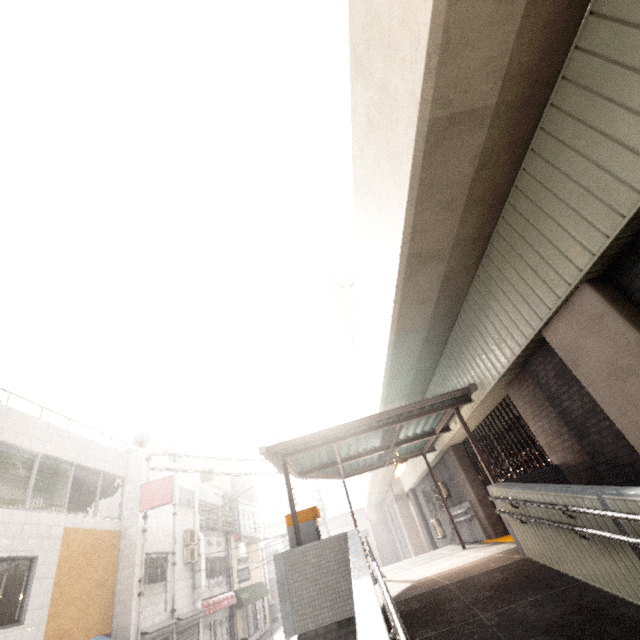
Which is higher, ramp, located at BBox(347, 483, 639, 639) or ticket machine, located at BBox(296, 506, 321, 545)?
ticket machine, located at BBox(296, 506, 321, 545)

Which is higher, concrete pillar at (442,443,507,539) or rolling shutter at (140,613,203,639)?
concrete pillar at (442,443,507,539)

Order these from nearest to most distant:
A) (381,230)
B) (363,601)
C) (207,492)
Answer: (363,601)
(381,230)
(207,492)

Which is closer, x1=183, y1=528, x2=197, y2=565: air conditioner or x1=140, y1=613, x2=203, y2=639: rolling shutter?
x1=140, y1=613, x2=203, y2=639: rolling shutter

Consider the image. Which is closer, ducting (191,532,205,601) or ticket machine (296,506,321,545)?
ticket machine (296,506,321,545)

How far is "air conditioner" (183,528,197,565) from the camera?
15.3 meters

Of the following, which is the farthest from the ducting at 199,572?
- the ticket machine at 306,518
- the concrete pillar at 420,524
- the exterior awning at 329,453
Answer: the concrete pillar at 420,524

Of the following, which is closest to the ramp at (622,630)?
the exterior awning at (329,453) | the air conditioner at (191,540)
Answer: the exterior awning at (329,453)
